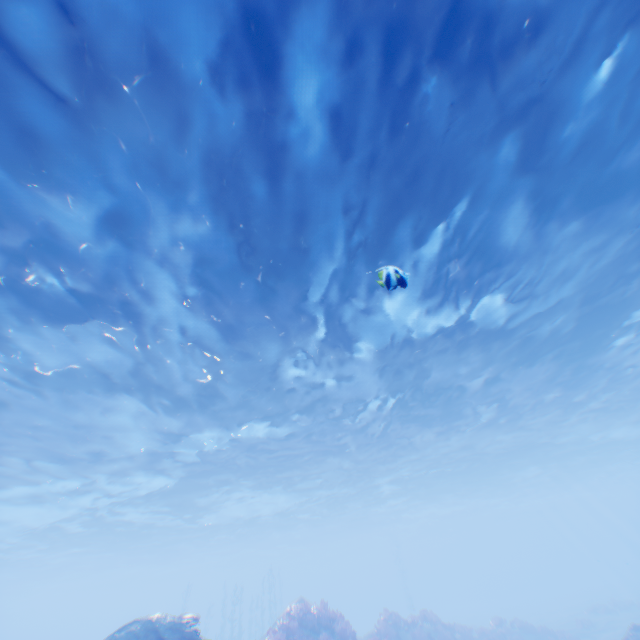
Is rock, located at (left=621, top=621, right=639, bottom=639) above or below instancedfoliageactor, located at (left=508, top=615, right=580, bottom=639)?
above

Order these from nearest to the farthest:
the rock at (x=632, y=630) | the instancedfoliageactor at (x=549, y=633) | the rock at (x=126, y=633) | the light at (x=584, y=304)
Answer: the light at (x=584, y=304), the rock at (x=126, y=633), the rock at (x=632, y=630), the instancedfoliageactor at (x=549, y=633)

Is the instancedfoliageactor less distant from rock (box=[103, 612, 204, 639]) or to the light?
rock (box=[103, 612, 204, 639])

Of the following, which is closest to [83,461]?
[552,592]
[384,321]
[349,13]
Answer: [384,321]

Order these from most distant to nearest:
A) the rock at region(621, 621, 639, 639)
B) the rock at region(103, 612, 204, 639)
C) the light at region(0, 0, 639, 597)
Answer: the rock at region(621, 621, 639, 639) < the rock at region(103, 612, 204, 639) < the light at region(0, 0, 639, 597)

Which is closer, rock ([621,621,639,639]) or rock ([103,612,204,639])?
rock ([103,612,204,639])

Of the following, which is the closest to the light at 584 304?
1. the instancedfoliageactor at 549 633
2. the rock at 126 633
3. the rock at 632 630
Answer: the rock at 126 633

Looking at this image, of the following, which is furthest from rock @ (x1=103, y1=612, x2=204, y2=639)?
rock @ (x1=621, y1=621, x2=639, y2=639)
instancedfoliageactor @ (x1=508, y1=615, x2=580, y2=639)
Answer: rock @ (x1=621, y1=621, x2=639, y2=639)
